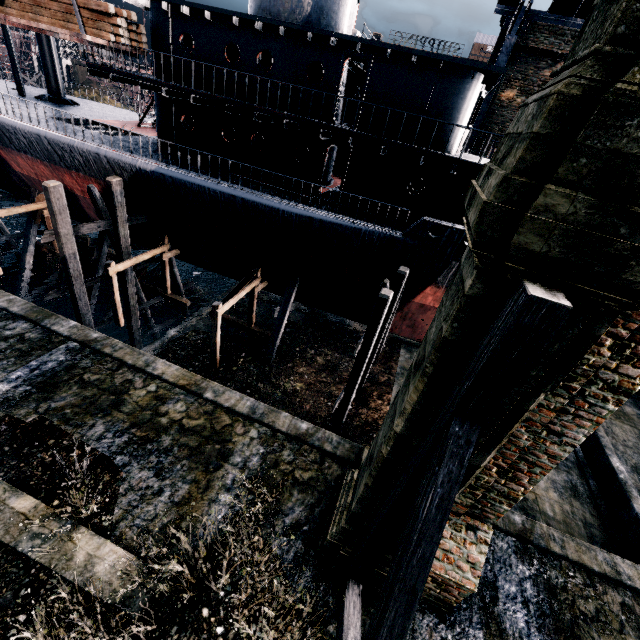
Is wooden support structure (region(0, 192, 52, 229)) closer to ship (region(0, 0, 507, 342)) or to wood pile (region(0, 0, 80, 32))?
ship (region(0, 0, 507, 342))

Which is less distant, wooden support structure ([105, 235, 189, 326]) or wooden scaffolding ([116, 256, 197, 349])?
wooden support structure ([105, 235, 189, 326])

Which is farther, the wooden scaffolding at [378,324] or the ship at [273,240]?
the ship at [273,240]

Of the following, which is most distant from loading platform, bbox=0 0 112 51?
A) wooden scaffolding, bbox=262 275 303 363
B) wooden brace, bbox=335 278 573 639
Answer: wooden brace, bbox=335 278 573 639

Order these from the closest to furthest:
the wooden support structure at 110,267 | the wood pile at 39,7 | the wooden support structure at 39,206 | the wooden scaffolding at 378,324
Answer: the wooden scaffolding at 378,324, the wood pile at 39,7, the wooden support structure at 110,267, the wooden support structure at 39,206

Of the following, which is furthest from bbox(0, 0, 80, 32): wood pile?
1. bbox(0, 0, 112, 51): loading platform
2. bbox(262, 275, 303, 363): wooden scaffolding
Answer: bbox(262, 275, 303, 363): wooden scaffolding

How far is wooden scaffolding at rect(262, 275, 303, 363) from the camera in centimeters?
1767cm

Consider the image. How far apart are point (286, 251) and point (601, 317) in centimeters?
1342cm
